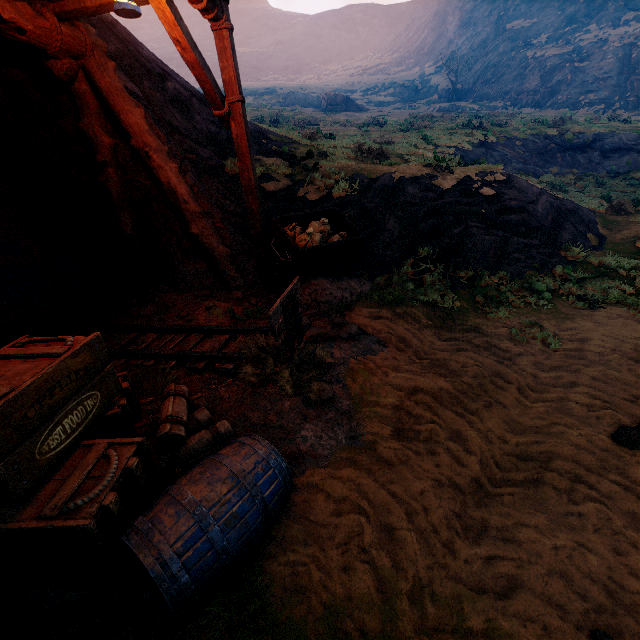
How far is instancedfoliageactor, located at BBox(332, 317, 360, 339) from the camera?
4.9m

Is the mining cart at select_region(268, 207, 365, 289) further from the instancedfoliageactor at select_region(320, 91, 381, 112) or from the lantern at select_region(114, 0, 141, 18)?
the instancedfoliageactor at select_region(320, 91, 381, 112)

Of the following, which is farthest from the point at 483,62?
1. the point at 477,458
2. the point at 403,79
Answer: the point at 477,458

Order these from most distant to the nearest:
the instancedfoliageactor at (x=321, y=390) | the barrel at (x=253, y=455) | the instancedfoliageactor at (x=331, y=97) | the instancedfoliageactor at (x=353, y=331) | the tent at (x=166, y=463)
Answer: the instancedfoliageactor at (x=331, y=97), the instancedfoliageactor at (x=353, y=331), the instancedfoliageactor at (x=321, y=390), the tent at (x=166, y=463), the barrel at (x=253, y=455)

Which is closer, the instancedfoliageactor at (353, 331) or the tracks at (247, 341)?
the tracks at (247, 341)

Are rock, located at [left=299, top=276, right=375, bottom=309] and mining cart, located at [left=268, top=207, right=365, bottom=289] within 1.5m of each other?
yes

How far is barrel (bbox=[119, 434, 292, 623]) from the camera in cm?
181

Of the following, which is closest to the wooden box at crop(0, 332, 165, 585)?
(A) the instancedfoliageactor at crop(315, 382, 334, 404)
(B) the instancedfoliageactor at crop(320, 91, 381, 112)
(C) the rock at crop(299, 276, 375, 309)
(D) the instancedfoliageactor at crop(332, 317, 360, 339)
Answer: (A) the instancedfoliageactor at crop(315, 382, 334, 404)
